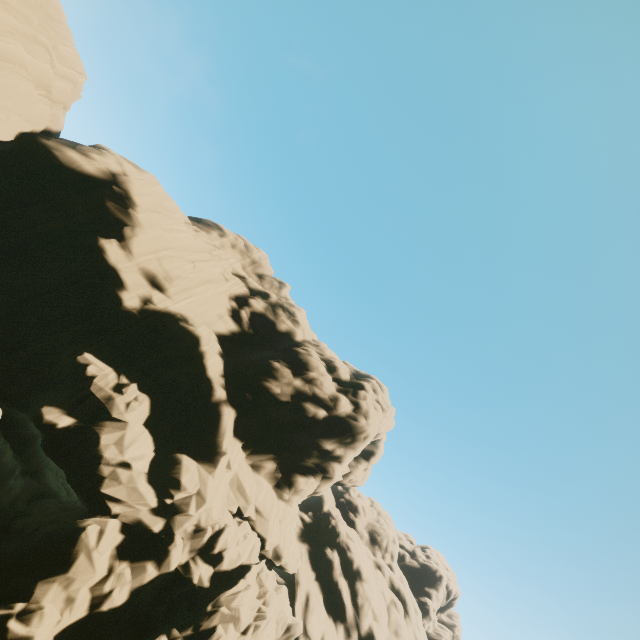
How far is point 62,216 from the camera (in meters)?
22.08
